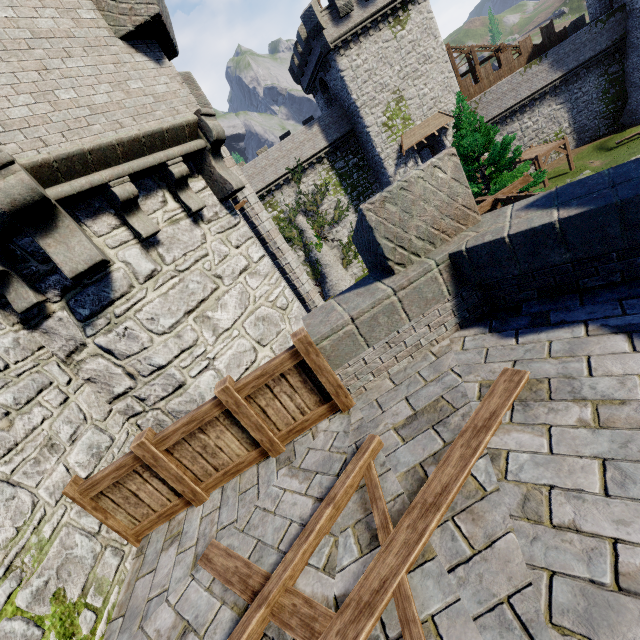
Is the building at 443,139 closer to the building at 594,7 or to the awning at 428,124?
the awning at 428,124

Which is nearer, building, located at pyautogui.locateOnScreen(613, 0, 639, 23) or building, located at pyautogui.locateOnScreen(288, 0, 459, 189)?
building, located at pyautogui.locateOnScreen(288, 0, 459, 189)

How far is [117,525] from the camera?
4.1m

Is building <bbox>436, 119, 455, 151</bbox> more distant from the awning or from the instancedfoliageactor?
the instancedfoliageactor

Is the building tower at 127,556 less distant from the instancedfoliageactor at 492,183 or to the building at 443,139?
the instancedfoliageactor at 492,183

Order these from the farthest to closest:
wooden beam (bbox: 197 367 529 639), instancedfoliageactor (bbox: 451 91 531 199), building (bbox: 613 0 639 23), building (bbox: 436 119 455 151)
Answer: building (bbox: 436 119 455 151)
building (bbox: 613 0 639 23)
instancedfoliageactor (bbox: 451 91 531 199)
wooden beam (bbox: 197 367 529 639)

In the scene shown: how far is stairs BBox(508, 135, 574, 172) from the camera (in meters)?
29.84

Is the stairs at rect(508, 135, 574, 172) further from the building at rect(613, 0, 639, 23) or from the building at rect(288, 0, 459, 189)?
the building at rect(613, 0, 639, 23)
